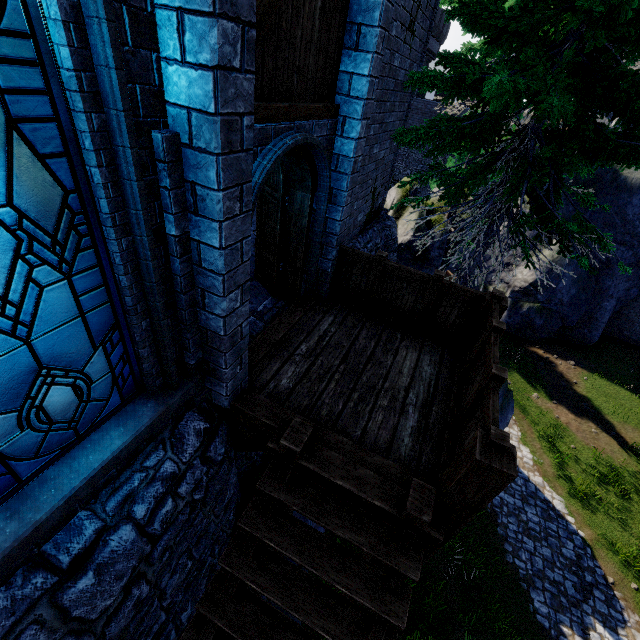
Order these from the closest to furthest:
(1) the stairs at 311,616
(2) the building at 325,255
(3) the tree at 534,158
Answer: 1. (1) the stairs at 311,616
2. (2) the building at 325,255
3. (3) the tree at 534,158

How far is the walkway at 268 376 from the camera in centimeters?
316cm

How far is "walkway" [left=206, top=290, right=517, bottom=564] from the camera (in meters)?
3.16

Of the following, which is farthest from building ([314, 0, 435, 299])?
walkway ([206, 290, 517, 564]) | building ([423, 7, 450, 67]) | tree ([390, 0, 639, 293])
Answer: building ([423, 7, 450, 67])

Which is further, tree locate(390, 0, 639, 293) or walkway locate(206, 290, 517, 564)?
tree locate(390, 0, 639, 293)

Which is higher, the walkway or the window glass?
the window glass

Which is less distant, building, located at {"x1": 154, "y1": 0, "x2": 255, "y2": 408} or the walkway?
building, located at {"x1": 154, "y1": 0, "x2": 255, "y2": 408}

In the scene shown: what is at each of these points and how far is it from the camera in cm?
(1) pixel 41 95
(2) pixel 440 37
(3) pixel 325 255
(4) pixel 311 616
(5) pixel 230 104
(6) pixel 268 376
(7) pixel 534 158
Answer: (1) window glass, 165
(2) building, 3166
(3) building, 576
(4) stairs, 298
(5) building, 217
(6) walkway, 454
(7) tree, 607
